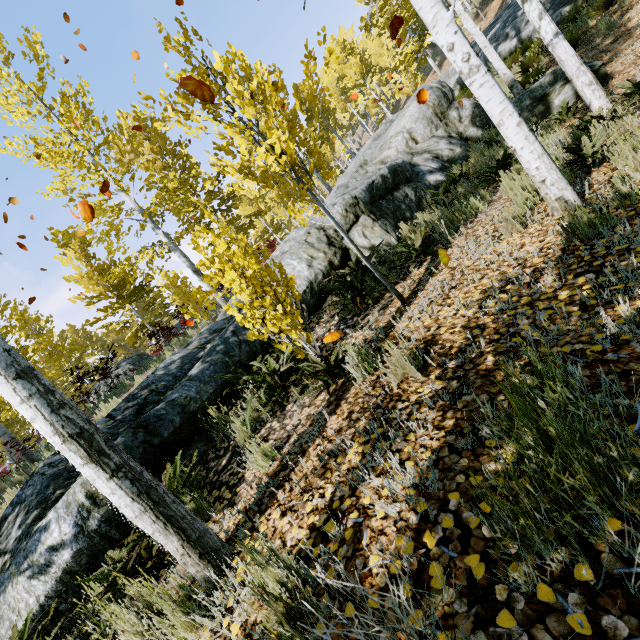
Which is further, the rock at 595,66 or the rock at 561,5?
the rock at 561,5

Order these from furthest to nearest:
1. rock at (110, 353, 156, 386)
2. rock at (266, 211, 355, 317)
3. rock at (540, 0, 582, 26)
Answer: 1. rock at (110, 353, 156, 386)
2. rock at (540, 0, 582, 26)
3. rock at (266, 211, 355, 317)

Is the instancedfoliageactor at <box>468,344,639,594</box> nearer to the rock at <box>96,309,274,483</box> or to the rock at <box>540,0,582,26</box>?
the rock at <box>96,309,274,483</box>

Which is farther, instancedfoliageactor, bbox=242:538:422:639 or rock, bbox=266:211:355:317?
rock, bbox=266:211:355:317

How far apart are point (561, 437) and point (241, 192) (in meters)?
3.69

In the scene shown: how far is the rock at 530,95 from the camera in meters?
6.9

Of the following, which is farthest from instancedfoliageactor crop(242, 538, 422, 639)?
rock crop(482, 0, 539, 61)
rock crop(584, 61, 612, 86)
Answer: rock crop(482, 0, 539, 61)
